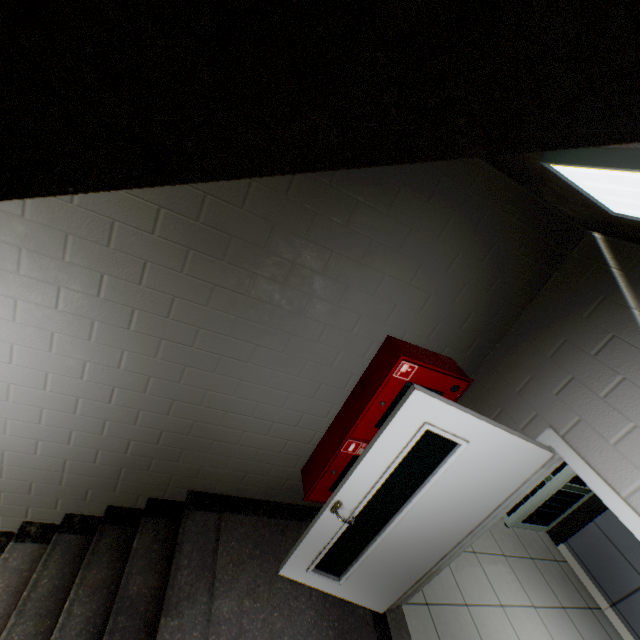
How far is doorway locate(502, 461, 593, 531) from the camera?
4.1m

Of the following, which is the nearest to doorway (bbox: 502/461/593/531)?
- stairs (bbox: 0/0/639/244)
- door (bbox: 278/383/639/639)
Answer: stairs (bbox: 0/0/639/244)

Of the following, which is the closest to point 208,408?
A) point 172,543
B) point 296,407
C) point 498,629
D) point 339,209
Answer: point 296,407

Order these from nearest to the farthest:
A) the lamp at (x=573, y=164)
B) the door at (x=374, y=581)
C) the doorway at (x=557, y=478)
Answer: the lamp at (x=573, y=164) → the door at (x=374, y=581) → the doorway at (x=557, y=478)

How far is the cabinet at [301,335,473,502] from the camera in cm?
226

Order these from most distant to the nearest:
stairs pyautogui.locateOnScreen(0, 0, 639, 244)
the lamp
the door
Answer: the door → the lamp → stairs pyautogui.locateOnScreen(0, 0, 639, 244)

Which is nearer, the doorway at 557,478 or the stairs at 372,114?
the stairs at 372,114
